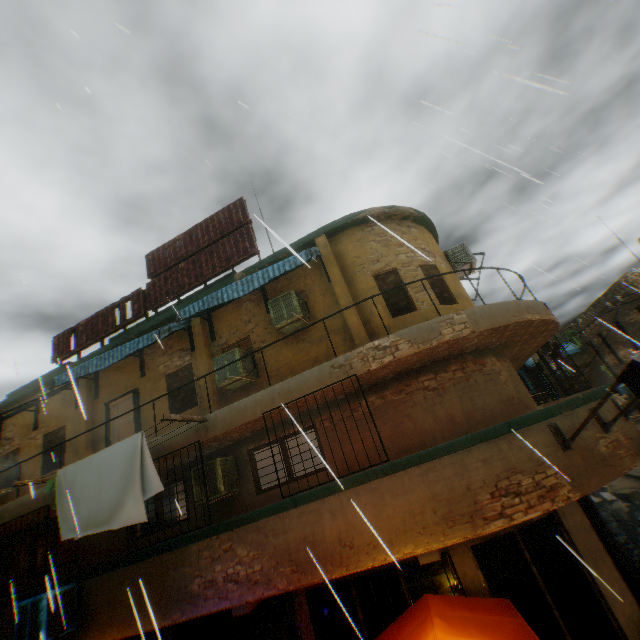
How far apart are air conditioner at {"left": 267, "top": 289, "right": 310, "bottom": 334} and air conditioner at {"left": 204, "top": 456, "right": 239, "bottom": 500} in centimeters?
275cm

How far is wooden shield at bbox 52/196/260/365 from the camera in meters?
10.6

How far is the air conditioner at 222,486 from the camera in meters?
7.4 m

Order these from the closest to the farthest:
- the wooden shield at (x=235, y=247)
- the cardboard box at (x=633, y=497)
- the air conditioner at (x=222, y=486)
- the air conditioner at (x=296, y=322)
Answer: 1. the air conditioner at (x=222, y=486)
2. the air conditioner at (x=296, y=322)
3. the wooden shield at (x=235, y=247)
4. the cardboard box at (x=633, y=497)

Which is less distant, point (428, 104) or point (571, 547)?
Answer: point (428, 104)

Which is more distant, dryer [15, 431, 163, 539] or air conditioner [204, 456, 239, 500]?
air conditioner [204, 456, 239, 500]

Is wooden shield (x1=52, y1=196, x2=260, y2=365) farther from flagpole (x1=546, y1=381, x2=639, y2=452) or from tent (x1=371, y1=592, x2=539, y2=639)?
tent (x1=371, y1=592, x2=539, y2=639)

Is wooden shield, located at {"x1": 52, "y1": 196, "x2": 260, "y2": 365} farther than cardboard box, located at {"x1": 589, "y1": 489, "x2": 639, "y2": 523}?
No
